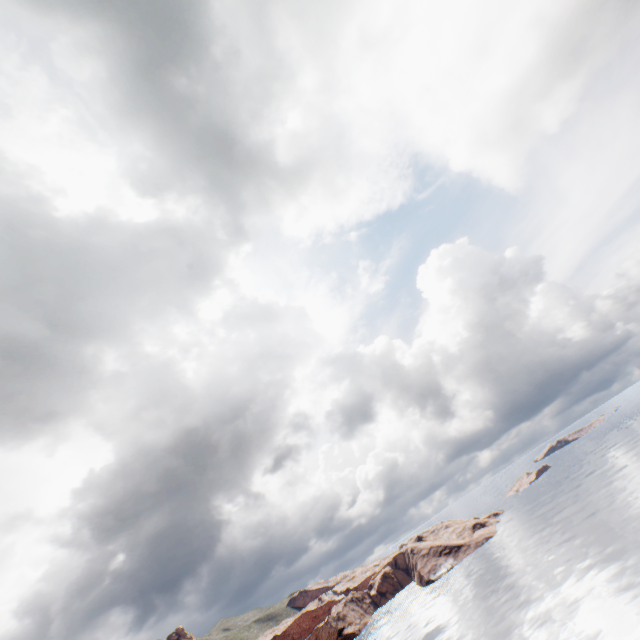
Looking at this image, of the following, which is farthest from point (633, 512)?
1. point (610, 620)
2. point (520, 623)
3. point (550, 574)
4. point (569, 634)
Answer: point (569, 634)
